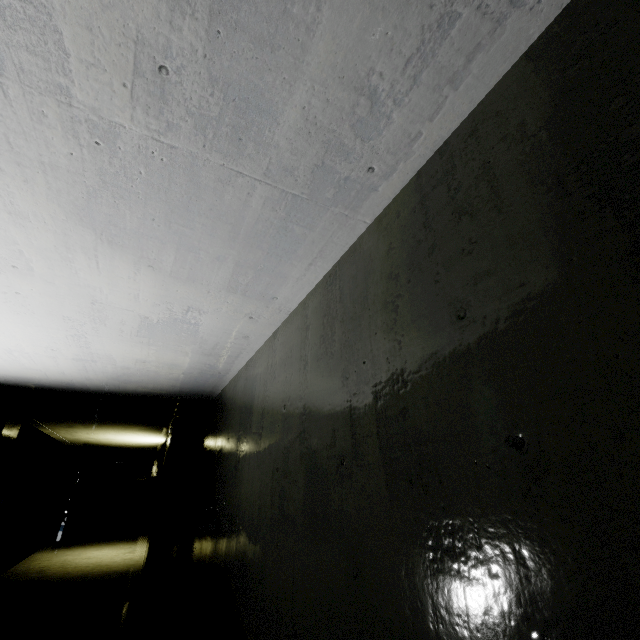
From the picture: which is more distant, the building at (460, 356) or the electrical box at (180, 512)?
the electrical box at (180, 512)

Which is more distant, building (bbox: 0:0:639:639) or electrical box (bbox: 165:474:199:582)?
electrical box (bbox: 165:474:199:582)

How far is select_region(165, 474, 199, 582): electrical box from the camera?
5.3 meters

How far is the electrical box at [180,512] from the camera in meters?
5.3

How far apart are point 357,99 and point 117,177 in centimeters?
137cm
